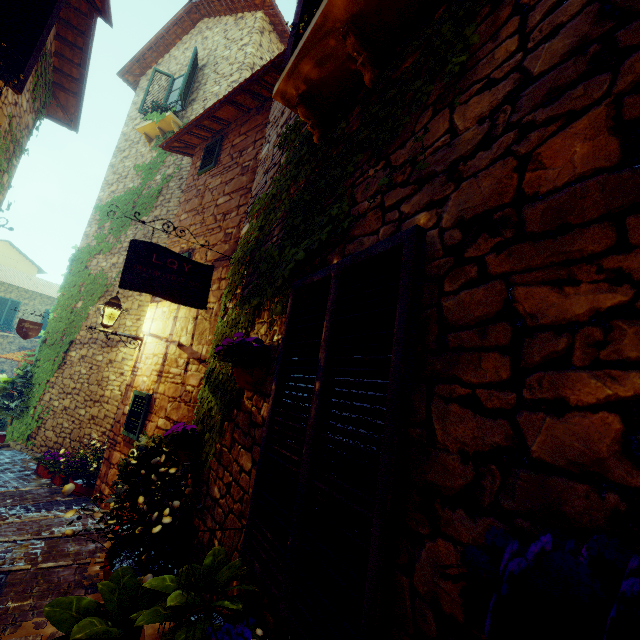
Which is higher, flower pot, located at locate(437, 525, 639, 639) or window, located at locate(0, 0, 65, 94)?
window, located at locate(0, 0, 65, 94)

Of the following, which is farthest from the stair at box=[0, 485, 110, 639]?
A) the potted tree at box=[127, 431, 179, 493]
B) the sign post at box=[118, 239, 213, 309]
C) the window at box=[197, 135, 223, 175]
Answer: the window at box=[197, 135, 223, 175]

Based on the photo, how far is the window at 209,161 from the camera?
6.1m

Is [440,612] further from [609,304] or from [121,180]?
[121,180]

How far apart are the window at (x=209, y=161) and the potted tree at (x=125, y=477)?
4.8m

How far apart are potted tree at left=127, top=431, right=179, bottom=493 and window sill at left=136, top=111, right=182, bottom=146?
8.36m

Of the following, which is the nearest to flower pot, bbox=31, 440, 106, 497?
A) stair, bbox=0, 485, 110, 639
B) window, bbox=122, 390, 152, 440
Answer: stair, bbox=0, 485, 110, 639

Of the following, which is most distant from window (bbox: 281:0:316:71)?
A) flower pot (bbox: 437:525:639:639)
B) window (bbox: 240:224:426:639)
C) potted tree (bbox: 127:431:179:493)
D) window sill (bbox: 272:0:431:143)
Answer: potted tree (bbox: 127:431:179:493)
